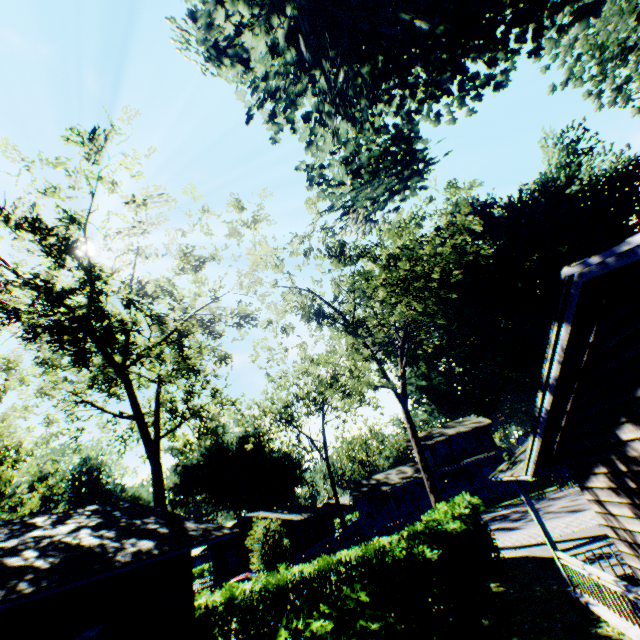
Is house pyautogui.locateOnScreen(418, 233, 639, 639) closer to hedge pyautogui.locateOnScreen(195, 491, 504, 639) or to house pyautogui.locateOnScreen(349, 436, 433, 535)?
hedge pyautogui.locateOnScreen(195, 491, 504, 639)

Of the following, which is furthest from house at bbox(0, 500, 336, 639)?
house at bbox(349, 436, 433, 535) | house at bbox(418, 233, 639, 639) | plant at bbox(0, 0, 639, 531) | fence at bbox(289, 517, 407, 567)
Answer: house at bbox(349, 436, 433, 535)

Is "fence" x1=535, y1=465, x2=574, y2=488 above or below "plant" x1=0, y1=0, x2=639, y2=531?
below

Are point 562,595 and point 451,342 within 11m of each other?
no

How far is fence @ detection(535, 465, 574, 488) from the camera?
29.4m

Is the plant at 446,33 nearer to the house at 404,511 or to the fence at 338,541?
the house at 404,511

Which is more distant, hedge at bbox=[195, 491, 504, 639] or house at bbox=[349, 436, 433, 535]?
house at bbox=[349, 436, 433, 535]

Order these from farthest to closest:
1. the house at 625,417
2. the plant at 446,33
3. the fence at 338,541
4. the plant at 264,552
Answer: the fence at 338,541 < the plant at 264,552 < the plant at 446,33 < the house at 625,417
